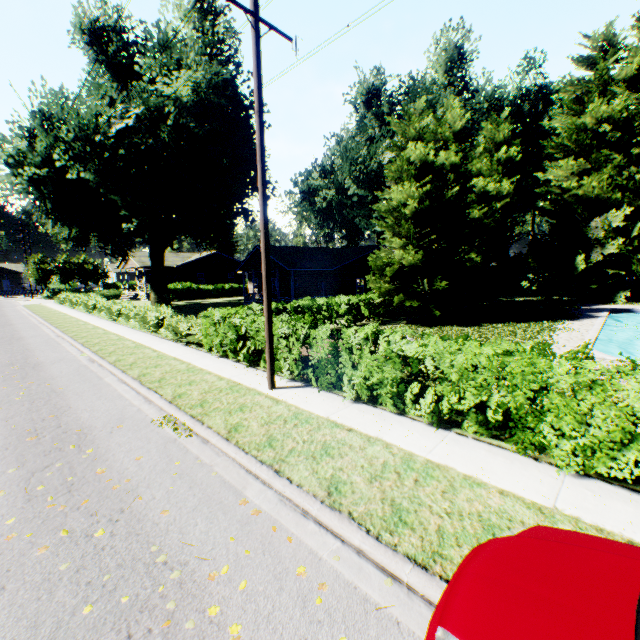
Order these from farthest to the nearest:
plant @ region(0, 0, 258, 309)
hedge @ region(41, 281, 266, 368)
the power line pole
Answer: plant @ region(0, 0, 258, 309) < hedge @ region(41, 281, 266, 368) < the power line pole

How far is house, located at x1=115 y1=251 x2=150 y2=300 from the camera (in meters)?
41.72

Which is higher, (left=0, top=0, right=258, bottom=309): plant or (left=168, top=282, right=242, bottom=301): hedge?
(left=0, top=0, right=258, bottom=309): plant

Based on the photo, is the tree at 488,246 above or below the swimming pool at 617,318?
above

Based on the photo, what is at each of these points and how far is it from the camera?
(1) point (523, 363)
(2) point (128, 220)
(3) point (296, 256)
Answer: (1) hedge, 5.20m
(2) plant, 25.08m
(3) house, 28.73m

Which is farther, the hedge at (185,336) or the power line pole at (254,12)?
the hedge at (185,336)

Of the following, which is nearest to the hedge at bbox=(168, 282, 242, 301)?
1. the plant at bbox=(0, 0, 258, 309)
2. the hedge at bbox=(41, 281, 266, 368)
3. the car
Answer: the plant at bbox=(0, 0, 258, 309)

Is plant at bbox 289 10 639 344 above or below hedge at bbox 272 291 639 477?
above
